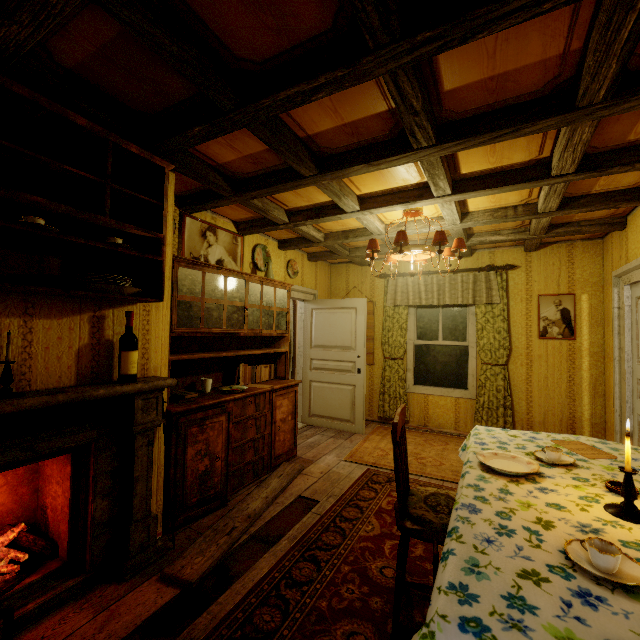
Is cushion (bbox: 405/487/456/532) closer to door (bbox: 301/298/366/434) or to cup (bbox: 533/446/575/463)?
cup (bbox: 533/446/575/463)

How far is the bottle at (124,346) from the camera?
2.1m

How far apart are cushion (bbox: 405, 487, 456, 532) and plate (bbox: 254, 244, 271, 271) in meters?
3.2

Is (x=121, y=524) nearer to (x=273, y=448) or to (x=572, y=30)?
(x=273, y=448)

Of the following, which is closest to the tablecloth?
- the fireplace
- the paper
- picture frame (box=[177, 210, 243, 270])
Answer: the paper

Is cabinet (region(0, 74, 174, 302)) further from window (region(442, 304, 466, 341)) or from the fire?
window (region(442, 304, 466, 341))

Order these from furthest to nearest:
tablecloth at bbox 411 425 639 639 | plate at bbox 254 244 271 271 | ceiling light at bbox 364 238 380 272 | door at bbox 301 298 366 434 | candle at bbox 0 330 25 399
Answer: door at bbox 301 298 366 434
plate at bbox 254 244 271 271
ceiling light at bbox 364 238 380 272
candle at bbox 0 330 25 399
tablecloth at bbox 411 425 639 639

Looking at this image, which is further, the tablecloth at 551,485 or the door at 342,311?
the door at 342,311
